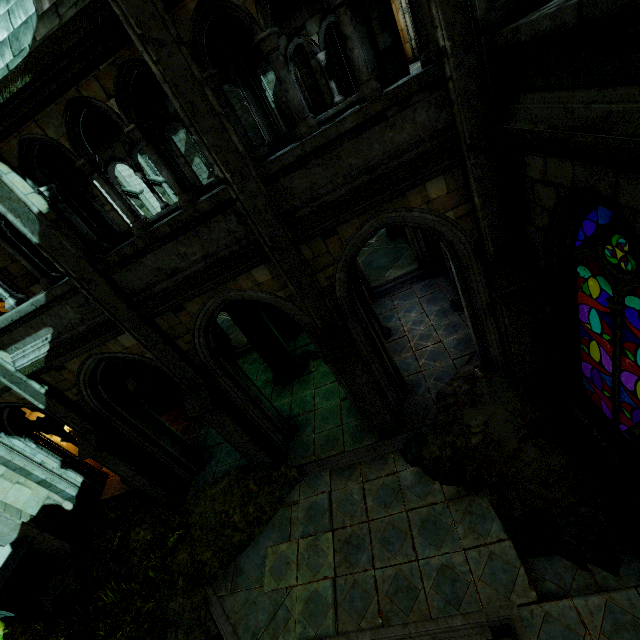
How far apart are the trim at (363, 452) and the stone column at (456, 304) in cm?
388

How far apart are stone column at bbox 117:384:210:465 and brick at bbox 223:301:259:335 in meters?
3.1

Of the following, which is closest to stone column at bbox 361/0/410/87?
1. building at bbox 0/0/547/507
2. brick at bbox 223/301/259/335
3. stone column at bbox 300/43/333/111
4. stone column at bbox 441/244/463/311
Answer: building at bbox 0/0/547/507

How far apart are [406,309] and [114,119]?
8.9 meters

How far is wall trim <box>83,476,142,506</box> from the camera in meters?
9.3

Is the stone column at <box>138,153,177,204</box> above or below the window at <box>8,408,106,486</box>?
above

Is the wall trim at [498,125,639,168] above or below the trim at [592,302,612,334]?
above

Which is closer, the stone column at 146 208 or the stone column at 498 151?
the stone column at 498 151
